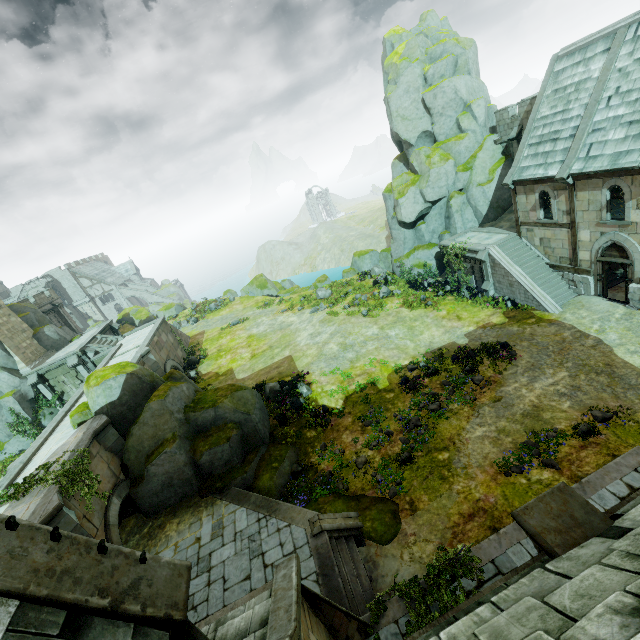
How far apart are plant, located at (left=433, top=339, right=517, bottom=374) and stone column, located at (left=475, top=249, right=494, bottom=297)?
6.82m

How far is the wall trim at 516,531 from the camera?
9.54m

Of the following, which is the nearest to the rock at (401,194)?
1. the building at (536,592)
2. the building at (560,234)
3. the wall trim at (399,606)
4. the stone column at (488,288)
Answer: the building at (560,234)

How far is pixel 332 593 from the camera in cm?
1024

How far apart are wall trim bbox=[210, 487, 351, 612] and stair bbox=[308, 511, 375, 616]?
0.01m

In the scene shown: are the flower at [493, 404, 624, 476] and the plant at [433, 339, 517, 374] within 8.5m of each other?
yes

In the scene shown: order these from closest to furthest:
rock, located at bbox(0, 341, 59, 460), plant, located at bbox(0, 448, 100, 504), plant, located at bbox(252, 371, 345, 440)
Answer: plant, located at bbox(0, 448, 100, 504), plant, located at bbox(252, 371, 345, 440), rock, located at bbox(0, 341, 59, 460)

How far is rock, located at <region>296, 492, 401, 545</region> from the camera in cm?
1223
